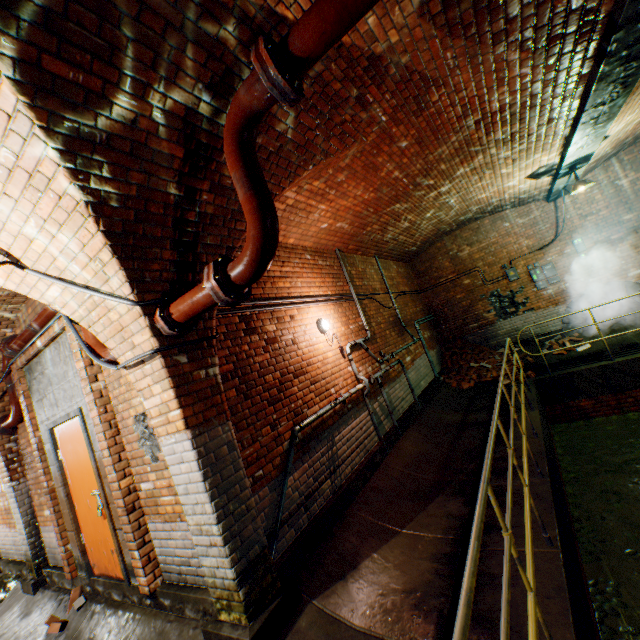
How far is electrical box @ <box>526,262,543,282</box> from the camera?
9.6 meters

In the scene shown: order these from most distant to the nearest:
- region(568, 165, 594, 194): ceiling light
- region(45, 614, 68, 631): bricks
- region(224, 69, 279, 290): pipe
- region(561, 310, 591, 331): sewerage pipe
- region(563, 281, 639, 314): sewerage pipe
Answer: region(561, 310, 591, 331): sewerage pipe → region(563, 281, 639, 314): sewerage pipe → region(568, 165, 594, 194): ceiling light → region(45, 614, 68, 631): bricks → region(224, 69, 279, 290): pipe

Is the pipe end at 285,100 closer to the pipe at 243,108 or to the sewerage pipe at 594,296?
the pipe at 243,108

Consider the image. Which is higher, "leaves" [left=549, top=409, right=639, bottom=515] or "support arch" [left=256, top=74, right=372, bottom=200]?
"support arch" [left=256, top=74, right=372, bottom=200]

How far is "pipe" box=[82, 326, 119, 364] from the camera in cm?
336

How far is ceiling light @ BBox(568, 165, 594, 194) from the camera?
6.4 meters

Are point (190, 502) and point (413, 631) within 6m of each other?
yes

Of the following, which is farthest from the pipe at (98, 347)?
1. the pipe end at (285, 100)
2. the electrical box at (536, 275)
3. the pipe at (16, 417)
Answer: the electrical box at (536, 275)
